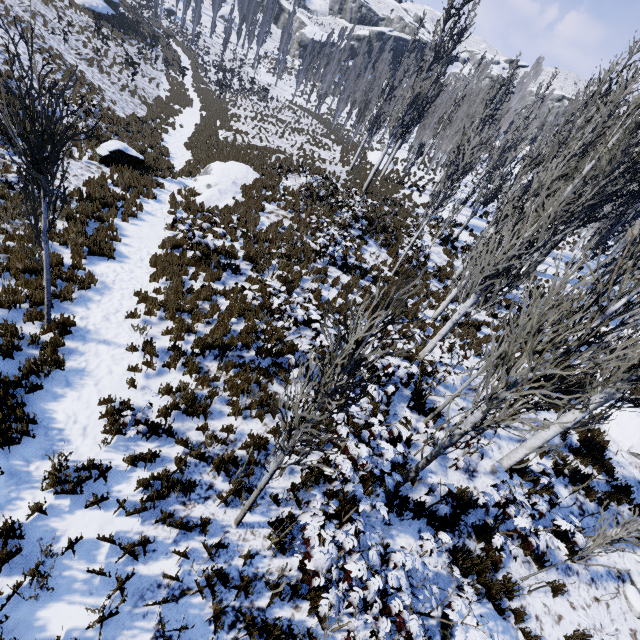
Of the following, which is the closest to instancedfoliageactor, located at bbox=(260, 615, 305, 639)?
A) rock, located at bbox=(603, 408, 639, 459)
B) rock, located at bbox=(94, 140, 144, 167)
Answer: rock, located at bbox=(603, 408, 639, 459)

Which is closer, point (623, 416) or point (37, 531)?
point (37, 531)

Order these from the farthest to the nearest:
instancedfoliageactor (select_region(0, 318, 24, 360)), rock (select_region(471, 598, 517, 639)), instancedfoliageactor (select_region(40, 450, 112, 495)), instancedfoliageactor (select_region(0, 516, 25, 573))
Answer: instancedfoliageactor (select_region(0, 318, 24, 360))
rock (select_region(471, 598, 517, 639))
instancedfoliageactor (select_region(40, 450, 112, 495))
instancedfoliageactor (select_region(0, 516, 25, 573))

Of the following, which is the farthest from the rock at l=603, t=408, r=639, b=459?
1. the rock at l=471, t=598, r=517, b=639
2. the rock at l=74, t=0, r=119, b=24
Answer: the rock at l=74, t=0, r=119, b=24

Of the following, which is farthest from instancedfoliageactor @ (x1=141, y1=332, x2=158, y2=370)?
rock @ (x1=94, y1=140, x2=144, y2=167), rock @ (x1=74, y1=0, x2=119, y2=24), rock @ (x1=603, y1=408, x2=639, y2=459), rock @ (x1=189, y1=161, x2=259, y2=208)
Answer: rock @ (x1=94, y1=140, x2=144, y2=167)

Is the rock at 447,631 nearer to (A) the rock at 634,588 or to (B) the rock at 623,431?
(A) the rock at 634,588

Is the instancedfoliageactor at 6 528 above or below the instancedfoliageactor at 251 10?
below

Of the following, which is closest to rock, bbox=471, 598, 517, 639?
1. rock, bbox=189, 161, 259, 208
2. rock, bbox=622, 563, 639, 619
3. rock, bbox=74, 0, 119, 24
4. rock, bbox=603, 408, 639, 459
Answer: rock, bbox=622, 563, 639, 619
